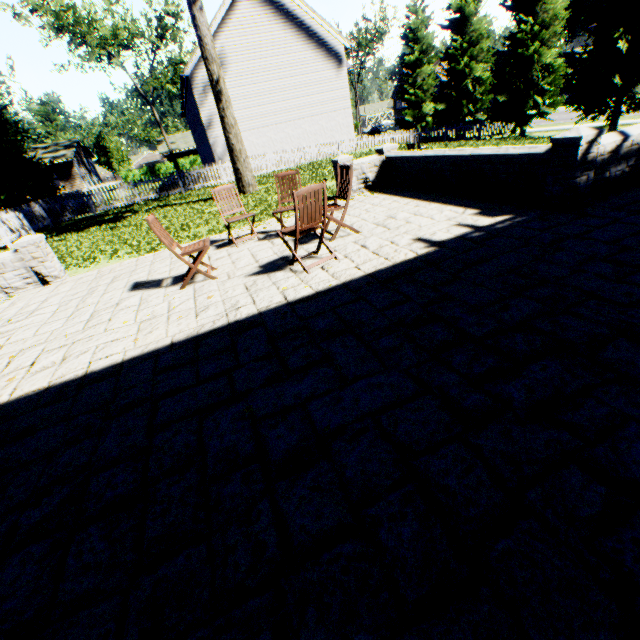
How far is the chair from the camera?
4.8 meters

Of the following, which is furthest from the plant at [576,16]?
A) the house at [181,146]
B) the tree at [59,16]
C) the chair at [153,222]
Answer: the chair at [153,222]

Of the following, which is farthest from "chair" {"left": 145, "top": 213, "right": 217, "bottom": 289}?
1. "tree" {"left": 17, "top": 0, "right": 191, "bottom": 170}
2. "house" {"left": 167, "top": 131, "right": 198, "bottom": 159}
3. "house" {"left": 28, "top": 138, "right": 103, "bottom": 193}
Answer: "house" {"left": 167, "top": 131, "right": 198, "bottom": 159}

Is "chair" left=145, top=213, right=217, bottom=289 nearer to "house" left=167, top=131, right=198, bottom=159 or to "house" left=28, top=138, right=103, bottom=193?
"house" left=28, top=138, right=103, bottom=193

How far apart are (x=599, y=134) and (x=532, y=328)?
3.67m

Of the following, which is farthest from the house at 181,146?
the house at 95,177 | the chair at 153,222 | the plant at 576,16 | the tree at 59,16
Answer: the chair at 153,222

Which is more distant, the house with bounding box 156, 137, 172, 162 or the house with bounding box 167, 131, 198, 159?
the house with bounding box 167, 131, 198, 159

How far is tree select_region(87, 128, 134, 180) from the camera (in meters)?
46.19
